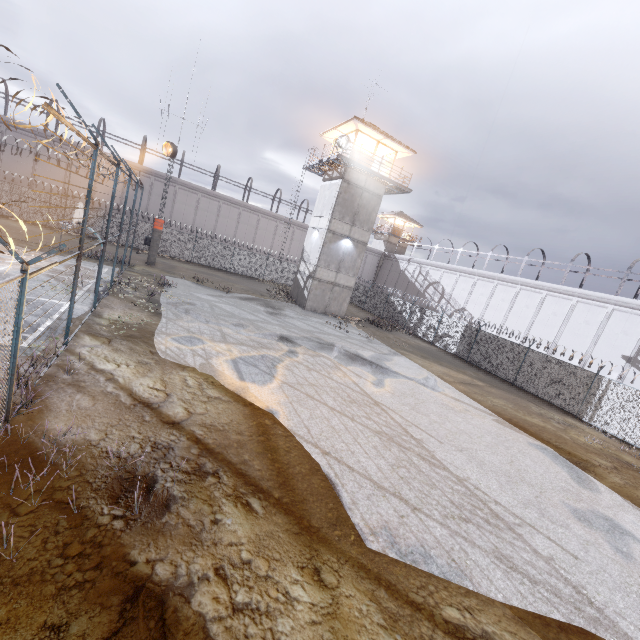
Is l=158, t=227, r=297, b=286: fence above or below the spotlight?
below

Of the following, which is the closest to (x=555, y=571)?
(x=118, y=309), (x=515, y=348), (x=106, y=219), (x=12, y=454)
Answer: (x=12, y=454)

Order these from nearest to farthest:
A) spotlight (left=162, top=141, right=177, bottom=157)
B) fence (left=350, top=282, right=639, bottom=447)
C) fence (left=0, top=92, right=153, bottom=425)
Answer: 1. fence (left=0, top=92, right=153, bottom=425)
2. fence (left=350, top=282, right=639, bottom=447)
3. spotlight (left=162, top=141, right=177, bottom=157)

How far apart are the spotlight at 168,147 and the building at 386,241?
33.7 meters

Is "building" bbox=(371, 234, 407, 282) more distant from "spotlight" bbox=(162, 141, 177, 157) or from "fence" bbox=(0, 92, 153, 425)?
"spotlight" bbox=(162, 141, 177, 157)

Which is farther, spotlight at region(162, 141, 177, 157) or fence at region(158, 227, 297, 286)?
fence at region(158, 227, 297, 286)

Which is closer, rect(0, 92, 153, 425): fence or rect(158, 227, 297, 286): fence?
rect(0, 92, 153, 425): fence

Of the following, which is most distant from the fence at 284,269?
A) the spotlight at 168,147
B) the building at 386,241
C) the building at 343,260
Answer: the building at 386,241
